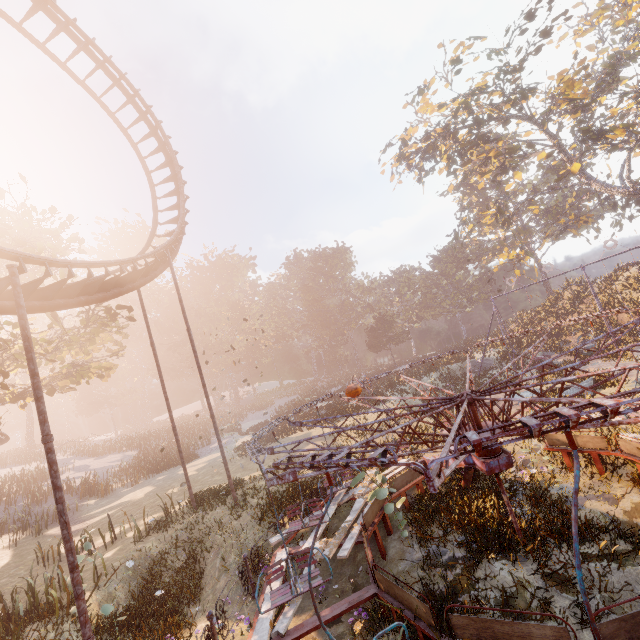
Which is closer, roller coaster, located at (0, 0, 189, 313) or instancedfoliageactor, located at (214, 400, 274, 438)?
roller coaster, located at (0, 0, 189, 313)

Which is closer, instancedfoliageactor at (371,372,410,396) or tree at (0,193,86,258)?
tree at (0,193,86,258)

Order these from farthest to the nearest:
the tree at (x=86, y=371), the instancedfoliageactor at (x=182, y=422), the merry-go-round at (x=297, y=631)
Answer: the instancedfoliageactor at (x=182, y=422) < the tree at (x=86, y=371) < the merry-go-round at (x=297, y=631)

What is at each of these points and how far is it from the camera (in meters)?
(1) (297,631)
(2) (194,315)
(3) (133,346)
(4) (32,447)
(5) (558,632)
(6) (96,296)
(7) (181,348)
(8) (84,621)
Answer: (1) merry-go-round, 5.81
(2) instancedfoliageactor, 56.38
(3) instancedfoliageactor, 58.75
(4) instancedfoliageactor, 42.72
(5) merry-go-round, 4.01
(6) roller coaster, 11.13
(7) instancedfoliageactor, 59.12
(8) metal pole, 6.25

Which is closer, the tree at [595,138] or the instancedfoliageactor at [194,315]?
the tree at [595,138]

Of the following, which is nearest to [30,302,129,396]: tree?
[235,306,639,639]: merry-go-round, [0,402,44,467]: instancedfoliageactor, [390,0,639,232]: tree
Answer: [235,306,639,639]: merry-go-round

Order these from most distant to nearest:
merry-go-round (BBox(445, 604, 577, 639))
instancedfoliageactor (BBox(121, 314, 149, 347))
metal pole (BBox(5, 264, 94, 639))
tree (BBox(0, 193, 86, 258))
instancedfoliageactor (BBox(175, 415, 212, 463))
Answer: instancedfoliageactor (BBox(121, 314, 149, 347)) < instancedfoliageactor (BBox(175, 415, 212, 463)) < tree (BBox(0, 193, 86, 258)) < metal pole (BBox(5, 264, 94, 639)) < merry-go-round (BBox(445, 604, 577, 639))

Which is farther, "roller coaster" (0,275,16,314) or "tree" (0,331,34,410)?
"tree" (0,331,34,410)
